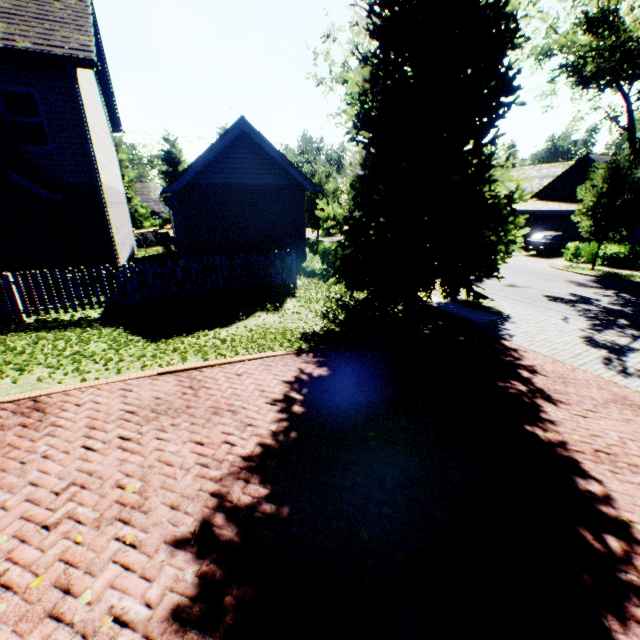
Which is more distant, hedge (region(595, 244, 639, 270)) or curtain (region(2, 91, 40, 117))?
hedge (region(595, 244, 639, 270))

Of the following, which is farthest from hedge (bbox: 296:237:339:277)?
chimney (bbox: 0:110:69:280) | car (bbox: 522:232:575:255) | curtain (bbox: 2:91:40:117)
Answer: car (bbox: 522:232:575:255)

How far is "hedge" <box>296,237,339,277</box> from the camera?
14.4m

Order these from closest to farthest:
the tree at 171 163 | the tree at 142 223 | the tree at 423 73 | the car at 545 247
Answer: the tree at 423 73
the car at 545 247
the tree at 142 223
the tree at 171 163

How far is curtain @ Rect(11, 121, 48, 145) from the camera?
9.94m

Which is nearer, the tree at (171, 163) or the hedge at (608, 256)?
the hedge at (608, 256)

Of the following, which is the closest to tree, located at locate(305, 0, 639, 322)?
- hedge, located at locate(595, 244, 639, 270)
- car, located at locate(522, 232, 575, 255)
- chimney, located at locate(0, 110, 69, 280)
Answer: hedge, located at locate(595, 244, 639, 270)

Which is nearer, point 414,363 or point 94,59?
point 414,363
